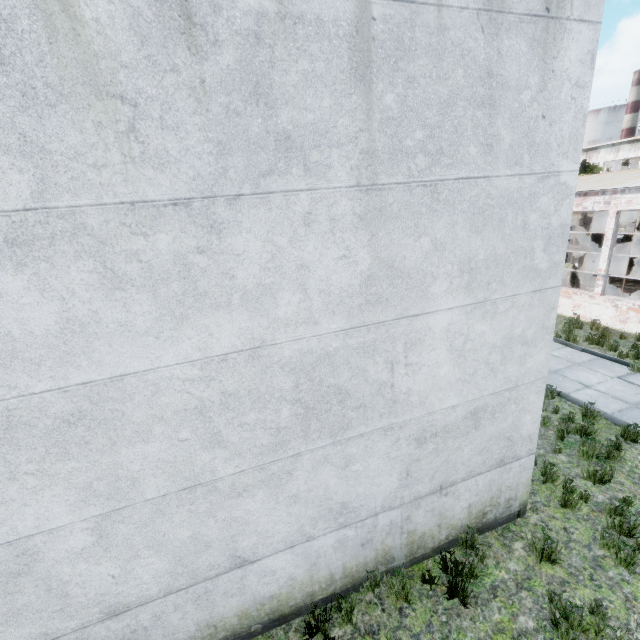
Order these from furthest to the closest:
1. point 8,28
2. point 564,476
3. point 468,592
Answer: point 564,476 < point 468,592 < point 8,28

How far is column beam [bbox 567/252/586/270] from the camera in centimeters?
1577cm

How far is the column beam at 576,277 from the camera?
16.0 meters

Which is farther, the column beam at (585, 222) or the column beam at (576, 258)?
the column beam at (576, 258)

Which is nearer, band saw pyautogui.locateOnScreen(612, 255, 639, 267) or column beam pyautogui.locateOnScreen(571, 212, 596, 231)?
column beam pyautogui.locateOnScreen(571, 212, 596, 231)
